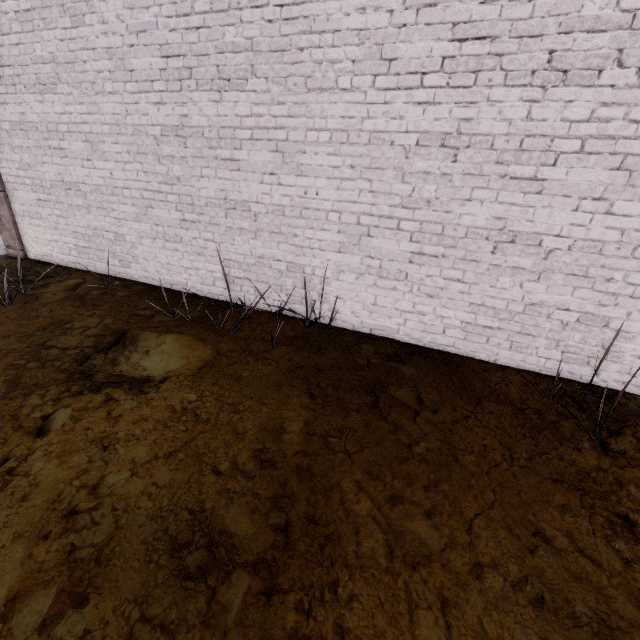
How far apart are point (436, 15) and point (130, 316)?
4.25m
